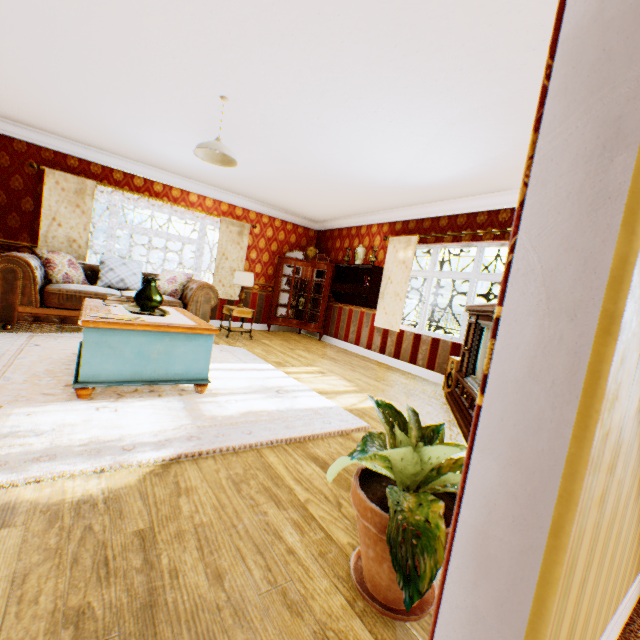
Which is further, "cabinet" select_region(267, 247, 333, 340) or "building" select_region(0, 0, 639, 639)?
"cabinet" select_region(267, 247, 333, 340)

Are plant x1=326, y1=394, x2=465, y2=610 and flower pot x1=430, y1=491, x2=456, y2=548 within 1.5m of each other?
yes

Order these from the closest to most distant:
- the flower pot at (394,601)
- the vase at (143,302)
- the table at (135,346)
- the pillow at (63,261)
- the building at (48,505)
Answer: the building at (48,505), the flower pot at (394,601), the table at (135,346), the vase at (143,302), the pillow at (63,261)

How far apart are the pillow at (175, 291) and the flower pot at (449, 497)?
5.58m

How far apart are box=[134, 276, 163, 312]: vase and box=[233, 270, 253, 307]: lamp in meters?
3.1

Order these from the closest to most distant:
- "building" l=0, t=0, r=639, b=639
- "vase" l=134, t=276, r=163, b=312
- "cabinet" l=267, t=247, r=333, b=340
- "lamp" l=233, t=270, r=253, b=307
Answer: "building" l=0, t=0, r=639, b=639
"vase" l=134, t=276, r=163, b=312
"lamp" l=233, t=270, r=253, b=307
"cabinet" l=267, t=247, r=333, b=340

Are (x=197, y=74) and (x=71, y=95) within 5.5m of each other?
yes

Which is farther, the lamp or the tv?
the lamp
